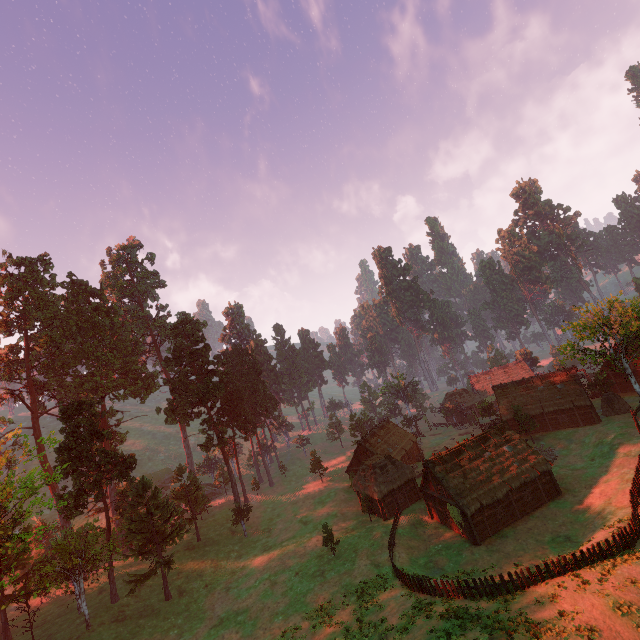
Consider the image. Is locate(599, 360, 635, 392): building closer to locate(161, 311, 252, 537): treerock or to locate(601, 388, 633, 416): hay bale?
locate(161, 311, 252, 537): treerock

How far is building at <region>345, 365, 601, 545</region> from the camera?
33.91m

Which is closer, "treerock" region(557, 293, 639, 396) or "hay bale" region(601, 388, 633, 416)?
"treerock" region(557, 293, 639, 396)

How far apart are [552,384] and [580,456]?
13.0m

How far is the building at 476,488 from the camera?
33.9 meters

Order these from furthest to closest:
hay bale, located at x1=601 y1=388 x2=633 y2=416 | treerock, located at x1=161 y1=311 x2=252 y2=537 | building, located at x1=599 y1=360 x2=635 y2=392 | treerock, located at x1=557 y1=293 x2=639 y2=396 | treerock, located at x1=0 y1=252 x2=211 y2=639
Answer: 1. building, located at x1=599 y1=360 x2=635 y2=392
2. treerock, located at x1=161 y1=311 x2=252 y2=537
3. hay bale, located at x1=601 y1=388 x2=633 y2=416
4. treerock, located at x1=557 y1=293 x2=639 y2=396
5. treerock, located at x1=0 y1=252 x2=211 y2=639

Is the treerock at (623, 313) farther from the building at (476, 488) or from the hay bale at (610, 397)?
the hay bale at (610, 397)

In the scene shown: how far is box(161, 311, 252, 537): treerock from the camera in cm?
5100
